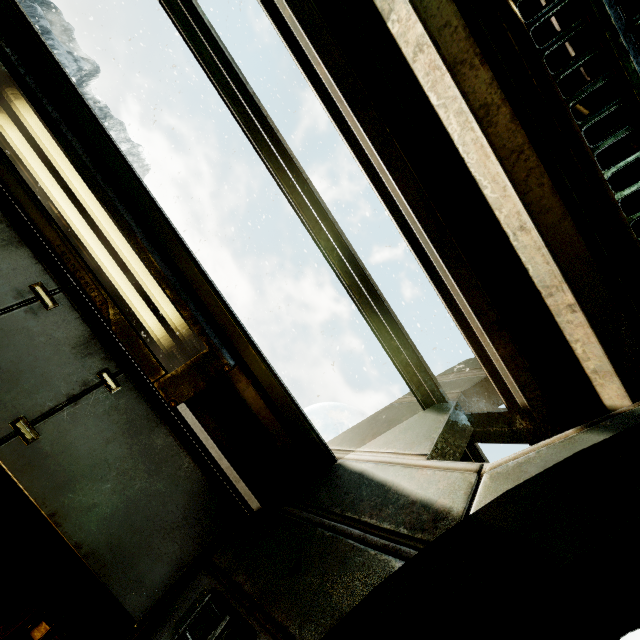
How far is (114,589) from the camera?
1.5 meters
